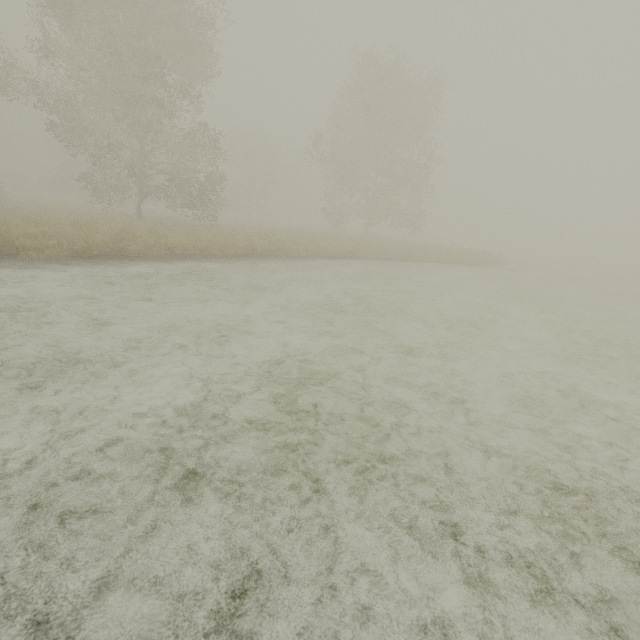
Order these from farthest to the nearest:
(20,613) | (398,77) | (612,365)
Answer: (398,77) < (612,365) < (20,613)
